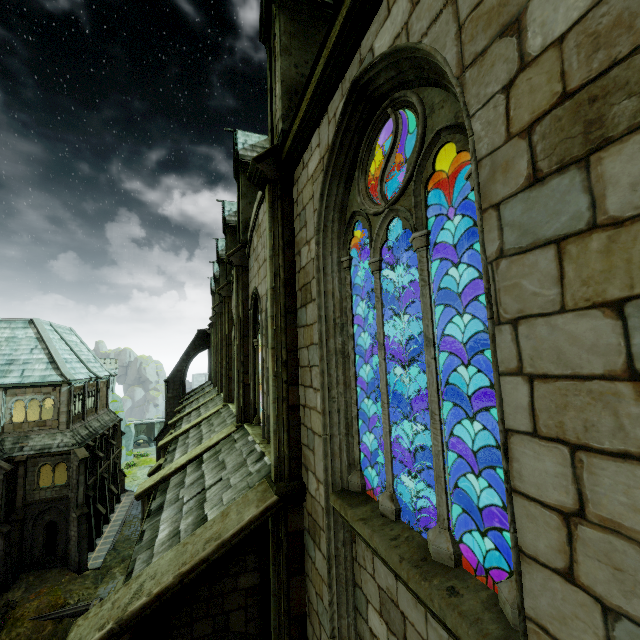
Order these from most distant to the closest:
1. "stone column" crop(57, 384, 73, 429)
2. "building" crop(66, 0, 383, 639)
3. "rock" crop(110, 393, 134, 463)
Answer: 1. "rock" crop(110, 393, 134, 463)
2. "stone column" crop(57, 384, 73, 429)
3. "building" crop(66, 0, 383, 639)

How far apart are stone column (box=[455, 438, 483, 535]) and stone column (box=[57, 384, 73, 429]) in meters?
31.3

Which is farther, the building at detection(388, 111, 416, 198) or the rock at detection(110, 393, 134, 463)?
the rock at detection(110, 393, 134, 463)

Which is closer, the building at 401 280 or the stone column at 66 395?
the building at 401 280

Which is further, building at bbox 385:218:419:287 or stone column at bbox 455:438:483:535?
stone column at bbox 455:438:483:535

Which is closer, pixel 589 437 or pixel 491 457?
pixel 589 437

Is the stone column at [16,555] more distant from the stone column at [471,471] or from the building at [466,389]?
the stone column at [471,471]

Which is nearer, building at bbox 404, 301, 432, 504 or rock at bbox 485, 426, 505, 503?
rock at bbox 485, 426, 505, 503
